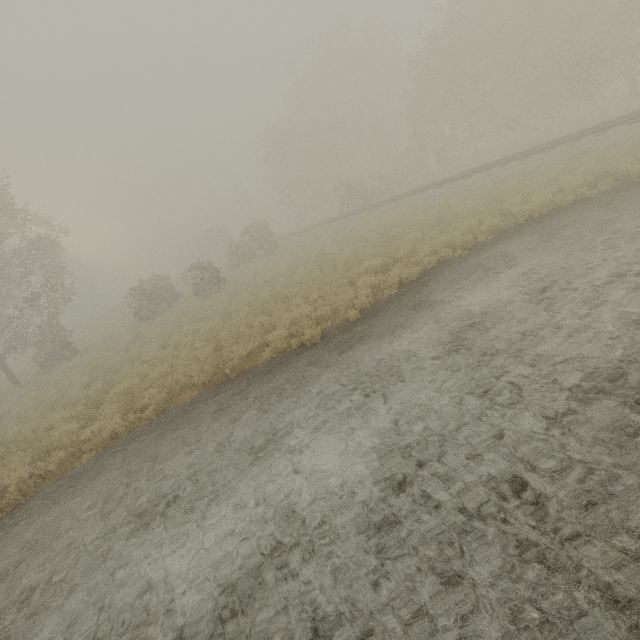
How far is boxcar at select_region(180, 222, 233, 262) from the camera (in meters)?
48.44

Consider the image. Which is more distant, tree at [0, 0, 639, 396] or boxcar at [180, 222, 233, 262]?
boxcar at [180, 222, 233, 262]

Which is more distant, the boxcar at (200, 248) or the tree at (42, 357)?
the boxcar at (200, 248)

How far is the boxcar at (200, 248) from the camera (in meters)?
48.44

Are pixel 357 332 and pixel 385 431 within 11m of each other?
yes
